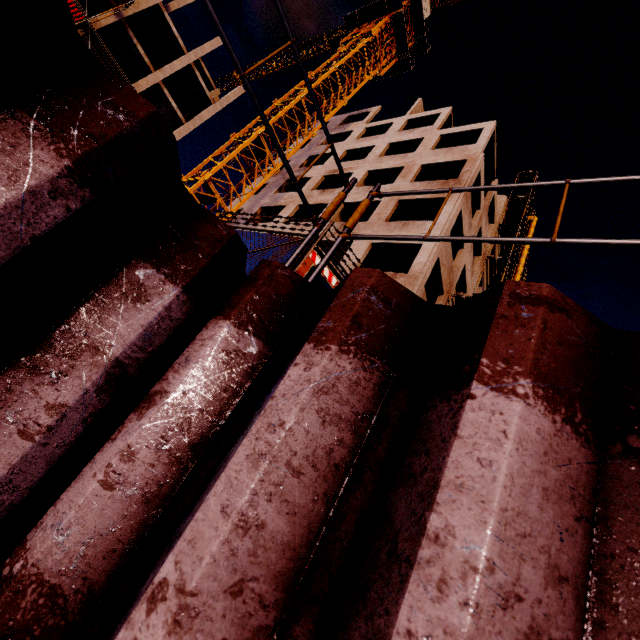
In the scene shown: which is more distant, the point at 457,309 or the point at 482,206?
the point at 482,206

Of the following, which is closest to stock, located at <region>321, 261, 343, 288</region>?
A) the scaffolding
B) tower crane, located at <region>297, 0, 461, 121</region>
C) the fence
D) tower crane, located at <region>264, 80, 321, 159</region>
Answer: the fence

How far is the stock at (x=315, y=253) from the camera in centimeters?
419cm

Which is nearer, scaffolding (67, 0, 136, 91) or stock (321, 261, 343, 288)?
stock (321, 261, 343, 288)

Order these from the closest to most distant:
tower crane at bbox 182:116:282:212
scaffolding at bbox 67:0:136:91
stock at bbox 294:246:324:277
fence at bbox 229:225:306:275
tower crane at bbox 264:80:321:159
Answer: stock at bbox 294:246:324:277
fence at bbox 229:225:306:275
tower crane at bbox 182:116:282:212
scaffolding at bbox 67:0:136:91
tower crane at bbox 264:80:321:159

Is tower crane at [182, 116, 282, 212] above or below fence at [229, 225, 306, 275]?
above

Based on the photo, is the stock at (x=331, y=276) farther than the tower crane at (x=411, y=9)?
No
